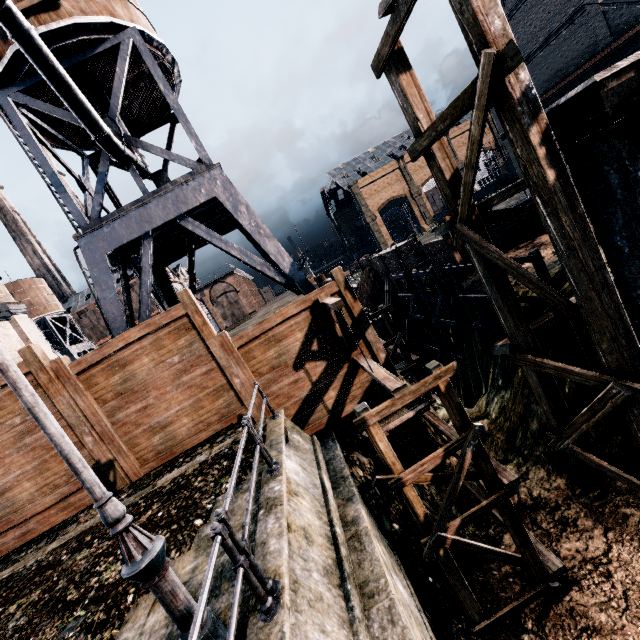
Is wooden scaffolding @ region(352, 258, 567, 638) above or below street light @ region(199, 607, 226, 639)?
below

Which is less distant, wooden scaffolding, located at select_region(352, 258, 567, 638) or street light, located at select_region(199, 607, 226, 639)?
street light, located at select_region(199, 607, 226, 639)

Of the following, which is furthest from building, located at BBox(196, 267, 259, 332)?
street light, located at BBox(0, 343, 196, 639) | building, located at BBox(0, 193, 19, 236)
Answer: street light, located at BBox(0, 343, 196, 639)

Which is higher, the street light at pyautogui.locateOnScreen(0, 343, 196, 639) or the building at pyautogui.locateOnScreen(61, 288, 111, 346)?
the building at pyautogui.locateOnScreen(61, 288, 111, 346)

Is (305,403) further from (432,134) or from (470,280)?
(470,280)

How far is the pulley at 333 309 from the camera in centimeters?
902cm

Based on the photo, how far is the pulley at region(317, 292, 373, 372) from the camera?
9.02m

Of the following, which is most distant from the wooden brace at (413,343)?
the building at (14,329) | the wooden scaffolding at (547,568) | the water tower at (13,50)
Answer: the building at (14,329)
